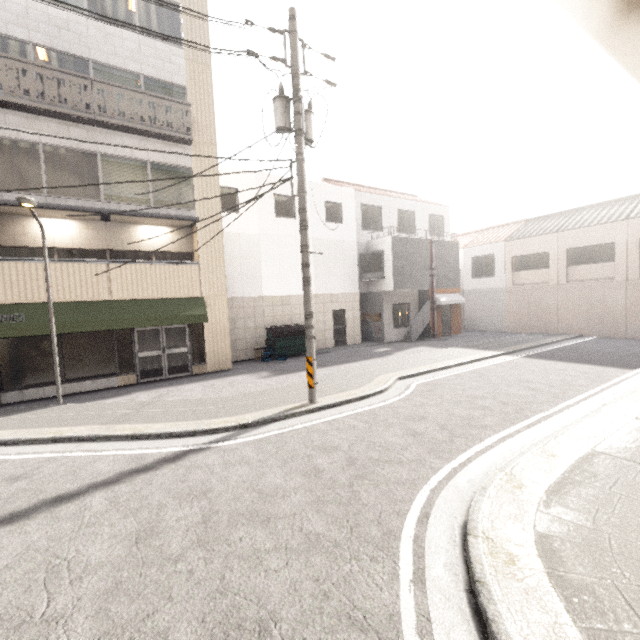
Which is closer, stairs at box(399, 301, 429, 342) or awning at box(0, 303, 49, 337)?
awning at box(0, 303, 49, 337)

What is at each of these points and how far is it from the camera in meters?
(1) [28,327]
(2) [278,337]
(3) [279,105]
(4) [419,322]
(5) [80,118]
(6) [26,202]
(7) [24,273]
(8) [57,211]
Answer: (1) awning, 9.6 m
(2) dumpster, 14.7 m
(3) utility pole, 7.6 m
(4) stairs, 19.0 m
(5) balcony, 10.2 m
(6) street light, 7.3 m
(7) balcony, 9.8 m
(8) awning, 10.3 m

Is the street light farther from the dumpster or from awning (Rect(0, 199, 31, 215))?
the dumpster

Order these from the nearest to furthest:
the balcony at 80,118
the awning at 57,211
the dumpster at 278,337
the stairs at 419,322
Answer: the balcony at 80,118 < the awning at 57,211 < the dumpster at 278,337 < the stairs at 419,322

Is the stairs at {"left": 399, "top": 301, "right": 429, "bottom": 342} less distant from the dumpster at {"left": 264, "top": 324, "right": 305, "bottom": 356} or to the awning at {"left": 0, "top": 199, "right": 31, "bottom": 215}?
the dumpster at {"left": 264, "top": 324, "right": 305, "bottom": 356}

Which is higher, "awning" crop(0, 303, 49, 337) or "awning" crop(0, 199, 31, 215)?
"awning" crop(0, 199, 31, 215)

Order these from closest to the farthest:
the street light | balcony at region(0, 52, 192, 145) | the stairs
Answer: the street light, balcony at region(0, 52, 192, 145), the stairs

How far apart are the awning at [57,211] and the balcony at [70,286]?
1.5m
